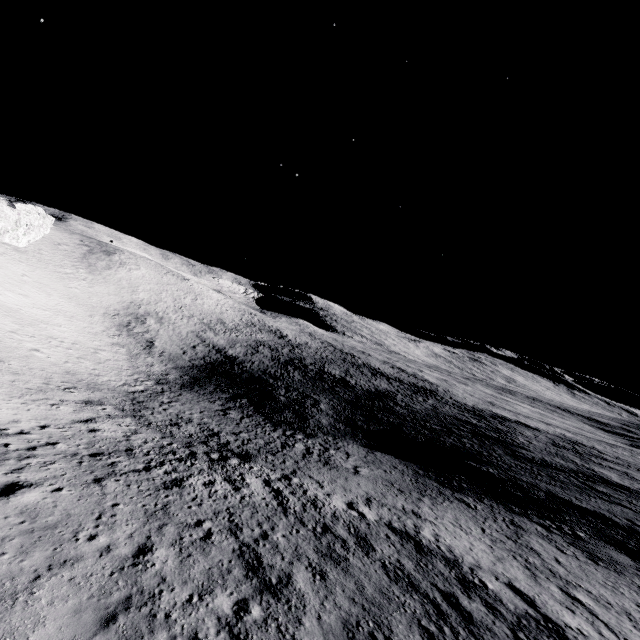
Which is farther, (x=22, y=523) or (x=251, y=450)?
(x=251, y=450)
